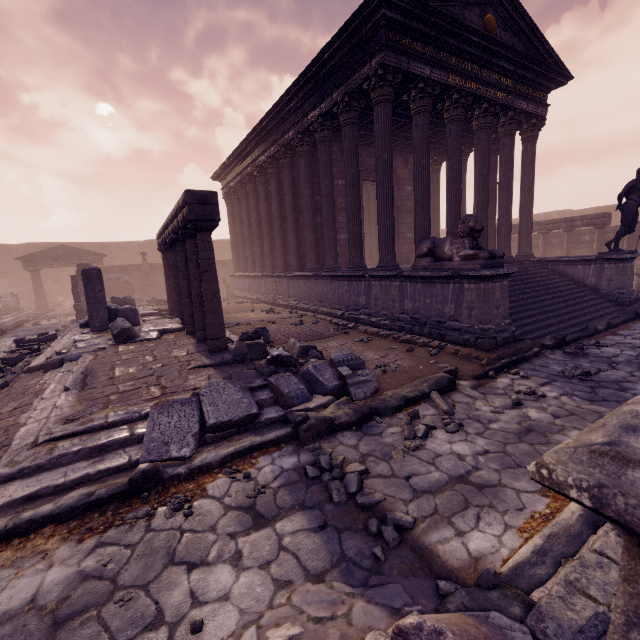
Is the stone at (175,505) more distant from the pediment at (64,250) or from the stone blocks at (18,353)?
the pediment at (64,250)

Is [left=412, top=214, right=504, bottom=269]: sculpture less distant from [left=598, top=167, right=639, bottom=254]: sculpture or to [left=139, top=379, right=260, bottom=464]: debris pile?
[left=139, top=379, right=260, bottom=464]: debris pile

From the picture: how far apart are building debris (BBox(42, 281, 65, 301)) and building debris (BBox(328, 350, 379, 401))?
29.4m

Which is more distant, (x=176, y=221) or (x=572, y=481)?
(x=176, y=221)

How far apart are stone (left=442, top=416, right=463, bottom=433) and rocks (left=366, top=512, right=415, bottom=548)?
0.8 meters

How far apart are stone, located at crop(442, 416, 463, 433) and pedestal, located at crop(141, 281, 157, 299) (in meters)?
22.92

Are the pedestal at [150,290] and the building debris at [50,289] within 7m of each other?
no

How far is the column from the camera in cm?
2055
